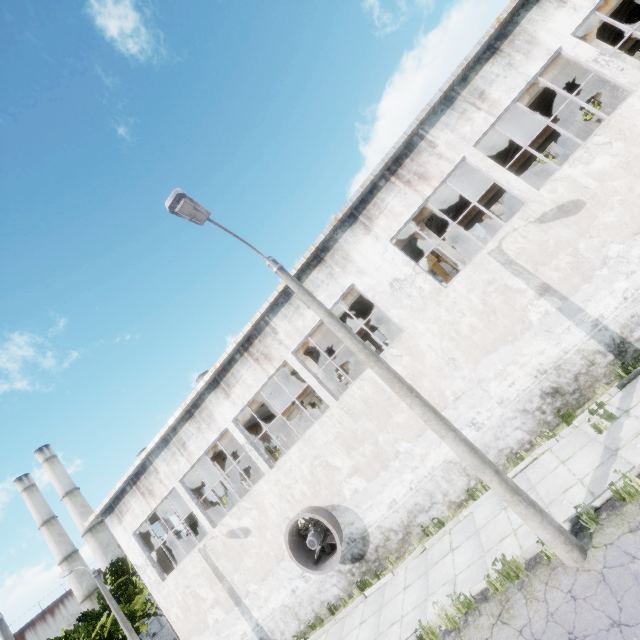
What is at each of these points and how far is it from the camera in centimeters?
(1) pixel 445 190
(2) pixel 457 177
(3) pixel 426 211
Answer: (1) beam, 1380cm
(2) beam, 1366cm
(3) beam, 1405cm

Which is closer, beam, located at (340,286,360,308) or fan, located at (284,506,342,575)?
fan, located at (284,506,342,575)

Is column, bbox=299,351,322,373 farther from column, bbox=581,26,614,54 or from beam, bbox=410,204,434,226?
column, bbox=581,26,614,54

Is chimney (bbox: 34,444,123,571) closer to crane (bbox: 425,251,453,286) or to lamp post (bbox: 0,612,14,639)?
lamp post (bbox: 0,612,14,639)

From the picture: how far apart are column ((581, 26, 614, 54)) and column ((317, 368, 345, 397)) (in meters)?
16.47

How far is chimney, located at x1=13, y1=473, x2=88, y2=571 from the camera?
46.3 meters

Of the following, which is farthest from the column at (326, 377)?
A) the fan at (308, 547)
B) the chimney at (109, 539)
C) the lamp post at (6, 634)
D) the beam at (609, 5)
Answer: the chimney at (109, 539)

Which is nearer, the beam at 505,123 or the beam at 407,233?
the beam at 505,123
